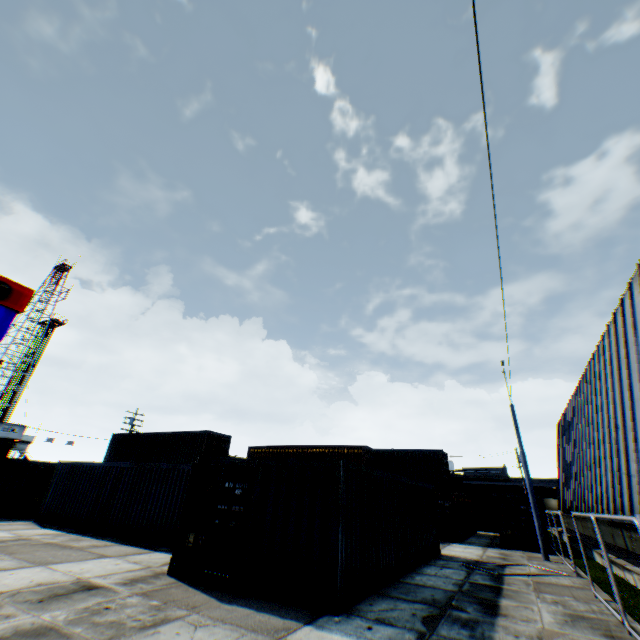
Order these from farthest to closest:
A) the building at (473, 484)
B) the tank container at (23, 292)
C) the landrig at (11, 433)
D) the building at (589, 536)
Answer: the building at (473, 484) < the landrig at (11, 433) < the building at (589, 536) < the tank container at (23, 292)

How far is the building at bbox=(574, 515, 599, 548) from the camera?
19.8 meters

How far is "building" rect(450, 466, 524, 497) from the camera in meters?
54.9

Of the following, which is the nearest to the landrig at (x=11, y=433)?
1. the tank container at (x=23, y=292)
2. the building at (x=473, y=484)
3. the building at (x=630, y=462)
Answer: the tank container at (x=23, y=292)

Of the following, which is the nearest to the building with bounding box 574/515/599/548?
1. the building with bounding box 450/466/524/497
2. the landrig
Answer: the building with bounding box 450/466/524/497

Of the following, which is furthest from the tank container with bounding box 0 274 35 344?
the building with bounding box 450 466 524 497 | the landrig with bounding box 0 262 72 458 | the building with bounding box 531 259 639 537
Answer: the building with bounding box 450 466 524 497

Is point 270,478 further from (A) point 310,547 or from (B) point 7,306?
(B) point 7,306

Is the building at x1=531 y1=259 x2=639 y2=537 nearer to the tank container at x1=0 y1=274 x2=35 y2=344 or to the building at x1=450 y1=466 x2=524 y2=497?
the tank container at x1=0 y1=274 x2=35 y2=344
